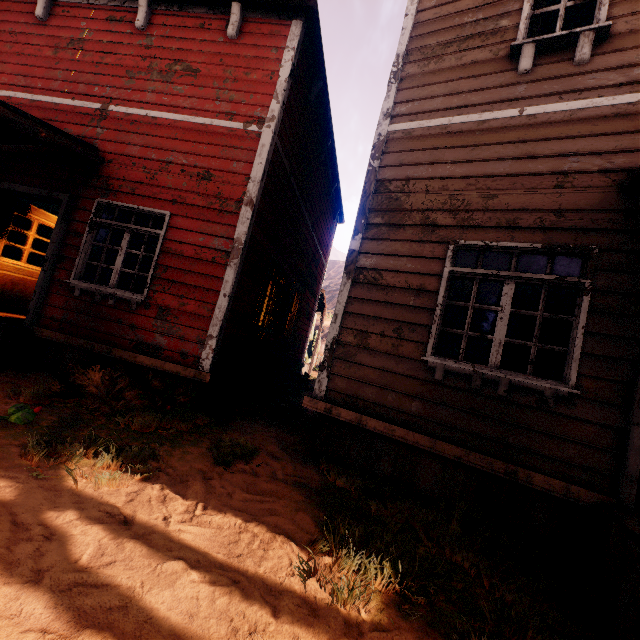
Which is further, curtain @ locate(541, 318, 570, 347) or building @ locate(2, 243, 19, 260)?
building @ locate(2, 243, 19, 260)

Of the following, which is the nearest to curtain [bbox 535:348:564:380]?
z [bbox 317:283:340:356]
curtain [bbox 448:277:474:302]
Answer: curtain [bbox 448:277:474:302]

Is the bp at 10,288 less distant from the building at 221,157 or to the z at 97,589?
the building at 221,157

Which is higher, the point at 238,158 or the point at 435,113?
the point at 435,113

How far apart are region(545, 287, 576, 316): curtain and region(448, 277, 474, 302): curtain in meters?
0.7 m

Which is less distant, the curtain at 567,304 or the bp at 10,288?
the curtain at 567,304
